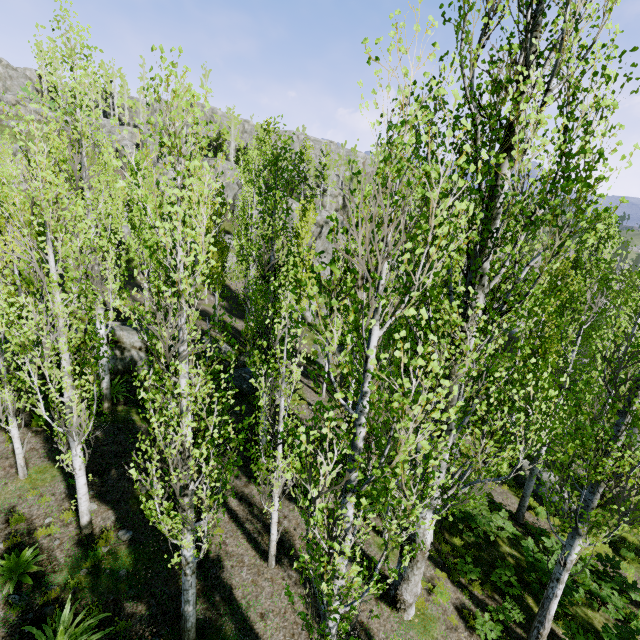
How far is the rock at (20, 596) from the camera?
6.6m

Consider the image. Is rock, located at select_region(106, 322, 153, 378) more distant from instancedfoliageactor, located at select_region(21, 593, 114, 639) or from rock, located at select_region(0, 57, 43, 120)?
rock, located at select_region(0, 57, 43, 120)

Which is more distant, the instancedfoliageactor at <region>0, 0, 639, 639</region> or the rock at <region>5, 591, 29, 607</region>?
the rock at <region>5, 591, 29, 607</region>

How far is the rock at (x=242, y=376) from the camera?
16.2 meters

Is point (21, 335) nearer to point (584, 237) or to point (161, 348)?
point (161, 348)

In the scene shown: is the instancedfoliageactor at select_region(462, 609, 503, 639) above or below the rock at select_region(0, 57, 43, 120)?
below

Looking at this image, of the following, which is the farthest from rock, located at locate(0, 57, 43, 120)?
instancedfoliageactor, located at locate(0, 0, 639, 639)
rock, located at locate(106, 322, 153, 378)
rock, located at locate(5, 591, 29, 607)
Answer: rock, located at locate(106, 322, 153, 378)
